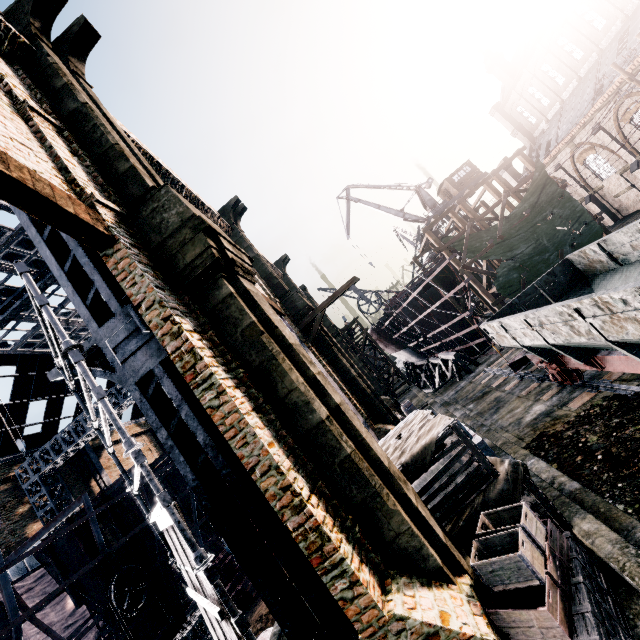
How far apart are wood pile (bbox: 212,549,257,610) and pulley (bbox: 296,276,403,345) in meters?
13.4 m

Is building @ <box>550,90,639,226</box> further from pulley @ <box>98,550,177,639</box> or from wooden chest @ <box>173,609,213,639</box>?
pulley @ <box>98,550,177,639</box>

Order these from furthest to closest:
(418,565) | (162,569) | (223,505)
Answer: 1. (162,569)
2. (223,505)
3. (418,565)

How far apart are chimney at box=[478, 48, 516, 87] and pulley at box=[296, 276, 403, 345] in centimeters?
4014cm

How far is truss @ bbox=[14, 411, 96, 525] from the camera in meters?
25.1

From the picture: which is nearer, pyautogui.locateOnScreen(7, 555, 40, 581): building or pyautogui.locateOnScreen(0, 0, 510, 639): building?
pyautogui.locateOnScreen(0, 0, 510, 639): building

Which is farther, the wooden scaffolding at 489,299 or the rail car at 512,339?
the wooden scaffolding at 489,299

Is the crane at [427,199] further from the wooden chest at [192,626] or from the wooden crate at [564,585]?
the wooden crate at [564,585]
